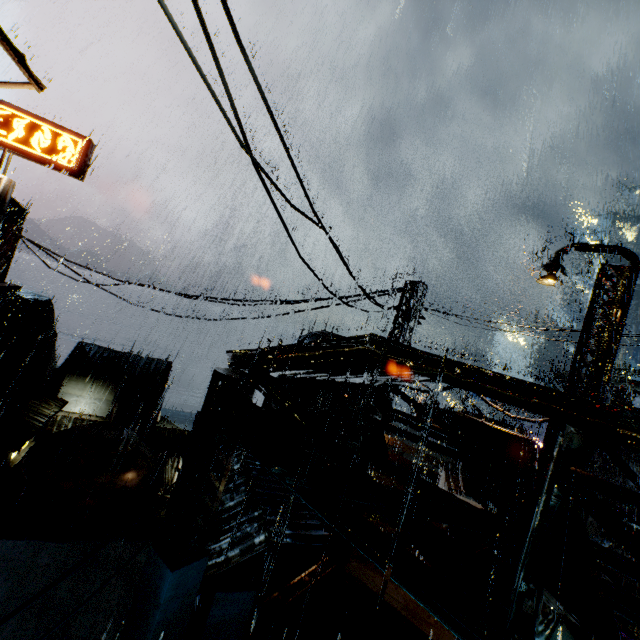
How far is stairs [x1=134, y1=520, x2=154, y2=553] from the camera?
16.5 meters

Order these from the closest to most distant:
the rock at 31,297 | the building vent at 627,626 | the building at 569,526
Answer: the building at 569,526
the building vent at 627,626
the rock at 31,297

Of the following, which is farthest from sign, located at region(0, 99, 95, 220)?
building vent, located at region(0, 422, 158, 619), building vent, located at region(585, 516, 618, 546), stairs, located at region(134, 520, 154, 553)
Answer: building vent, located at region(585, 516, 618, 546)

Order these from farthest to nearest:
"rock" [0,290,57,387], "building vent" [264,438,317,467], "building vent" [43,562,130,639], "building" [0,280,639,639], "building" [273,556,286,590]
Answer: "rock" [0,290,57,387], "building vent" [264,438,317,467], "building vent" [43,562,130,639], "building" [273,556,286,590], "building" [0,280,639,639]

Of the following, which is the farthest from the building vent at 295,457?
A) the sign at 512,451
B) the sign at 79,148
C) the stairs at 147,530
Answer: the stairs at 147,530

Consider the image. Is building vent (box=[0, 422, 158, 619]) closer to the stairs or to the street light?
the stairs

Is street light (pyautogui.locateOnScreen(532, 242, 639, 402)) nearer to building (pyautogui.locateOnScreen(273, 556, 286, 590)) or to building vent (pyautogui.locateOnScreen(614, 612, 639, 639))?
building vent (pyautogui.locateOnScreen(614, 612, 639, 639))

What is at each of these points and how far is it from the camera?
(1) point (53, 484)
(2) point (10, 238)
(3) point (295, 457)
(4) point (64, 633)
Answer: (1) building vent, 15.6m
(2) building, 19.7m
(3) building vent, 13.6m
(4) building vent, 11.7m
